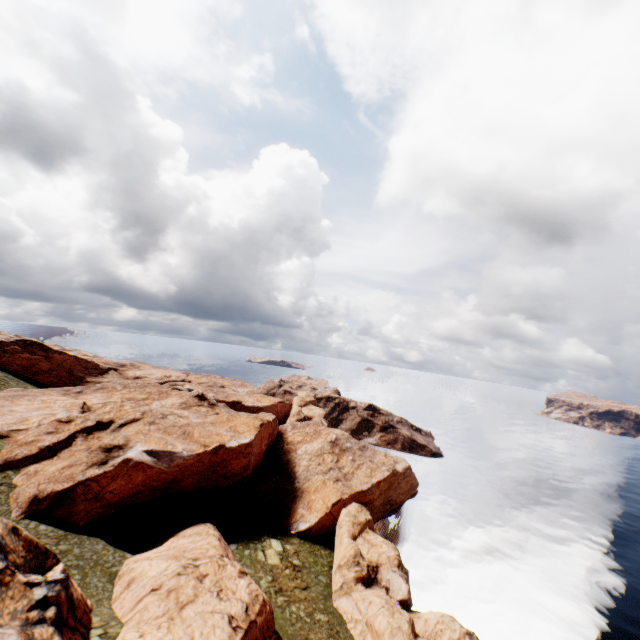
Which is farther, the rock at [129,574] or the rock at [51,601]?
the rock at [129,574]

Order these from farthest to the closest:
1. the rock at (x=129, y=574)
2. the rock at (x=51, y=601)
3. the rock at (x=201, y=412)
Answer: the rock at (x=201, y=412)
the rock at (x=129, y=574)
the rock at (x=51, y=601)

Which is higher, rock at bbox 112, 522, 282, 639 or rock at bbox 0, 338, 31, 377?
rock at bbox 0, 338, 31, 377

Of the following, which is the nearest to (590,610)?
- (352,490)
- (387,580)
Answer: (387,580)

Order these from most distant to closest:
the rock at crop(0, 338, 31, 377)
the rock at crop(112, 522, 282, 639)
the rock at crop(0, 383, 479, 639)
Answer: the rock at crop(0, 338, 31, 377)
the rock at crop(0, 383, 479, 639)
the rock at crop(112, 522, 282, 639)

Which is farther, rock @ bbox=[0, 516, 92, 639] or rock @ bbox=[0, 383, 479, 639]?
rock @ bbox=[0, 383, 479, 639]
